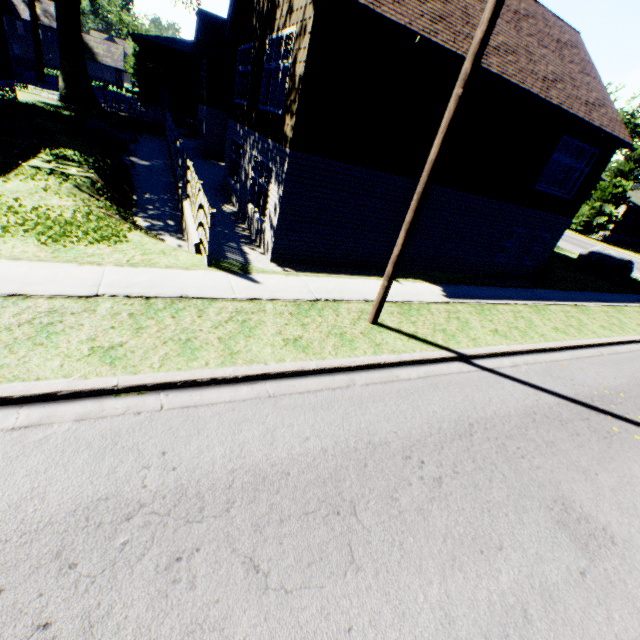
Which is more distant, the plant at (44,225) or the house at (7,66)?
the house at (7,66)

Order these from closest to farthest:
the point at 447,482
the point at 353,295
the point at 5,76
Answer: the point at 447,482 < the point at 353,295 < the point at 5,76

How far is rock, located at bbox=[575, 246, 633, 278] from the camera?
20.1 meters

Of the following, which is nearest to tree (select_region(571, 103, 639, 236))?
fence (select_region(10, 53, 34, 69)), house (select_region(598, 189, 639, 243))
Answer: fence (select_region(10, 53, 34, 69))

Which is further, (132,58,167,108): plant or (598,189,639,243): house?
(598,189,639,243): house

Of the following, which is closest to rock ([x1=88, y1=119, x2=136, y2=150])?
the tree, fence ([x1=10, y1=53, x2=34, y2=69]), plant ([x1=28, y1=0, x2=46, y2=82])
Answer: plant ([x1=28, y1=0, x2=46, y2=82])

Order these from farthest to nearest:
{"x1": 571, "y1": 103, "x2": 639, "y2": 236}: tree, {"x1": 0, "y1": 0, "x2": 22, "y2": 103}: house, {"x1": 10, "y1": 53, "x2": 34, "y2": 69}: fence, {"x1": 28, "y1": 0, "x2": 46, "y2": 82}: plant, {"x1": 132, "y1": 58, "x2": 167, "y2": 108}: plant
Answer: {"x1": 10, "y1": 53, "x2": 34, "y2": 69}: fence, {"x1": 132, "y1": 58, "x2": 167, "y2": 108}: plant, {"x1": 571, "y1": 103, "x2": 639, "y2": 236}: tree, {"x1": 28, "y1": 0, "x2": 46, "y2": 82}: plant, {"x1": 0, "y1": 0, "x2": 22, "y2": 103}: house

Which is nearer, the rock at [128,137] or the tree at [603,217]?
the rock at [128,137]
